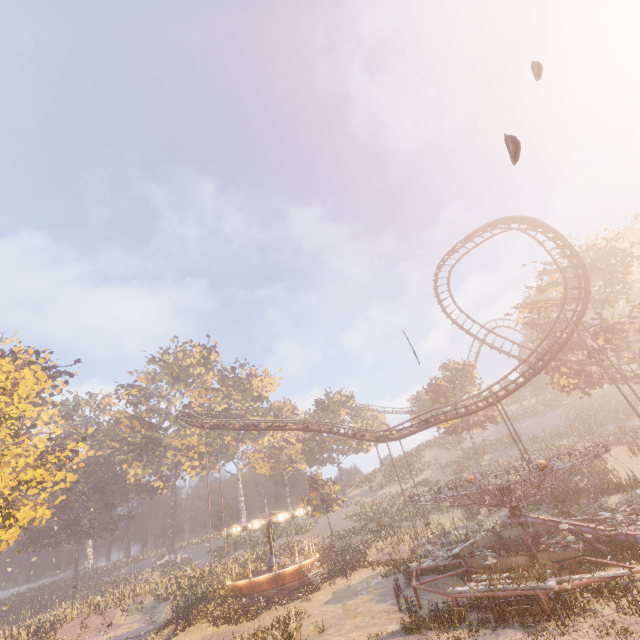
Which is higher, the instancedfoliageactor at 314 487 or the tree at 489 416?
the tree at 489 416

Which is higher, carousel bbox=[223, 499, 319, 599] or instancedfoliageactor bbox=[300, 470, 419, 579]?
instancedfoliageactor bbox=[300, 470, 419, 579]

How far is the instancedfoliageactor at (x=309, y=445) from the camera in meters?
57.1 m

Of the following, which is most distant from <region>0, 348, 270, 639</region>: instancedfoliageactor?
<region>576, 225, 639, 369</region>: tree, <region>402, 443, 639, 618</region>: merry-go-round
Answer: <region>576, 225, 639, 369</region>: tree

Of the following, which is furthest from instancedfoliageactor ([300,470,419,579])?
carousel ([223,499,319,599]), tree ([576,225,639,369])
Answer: tree ([576,225,639,369])

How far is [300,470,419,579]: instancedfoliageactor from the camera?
25.00m

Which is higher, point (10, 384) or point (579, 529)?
point (10, 384)

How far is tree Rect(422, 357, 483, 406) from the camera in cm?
4594
